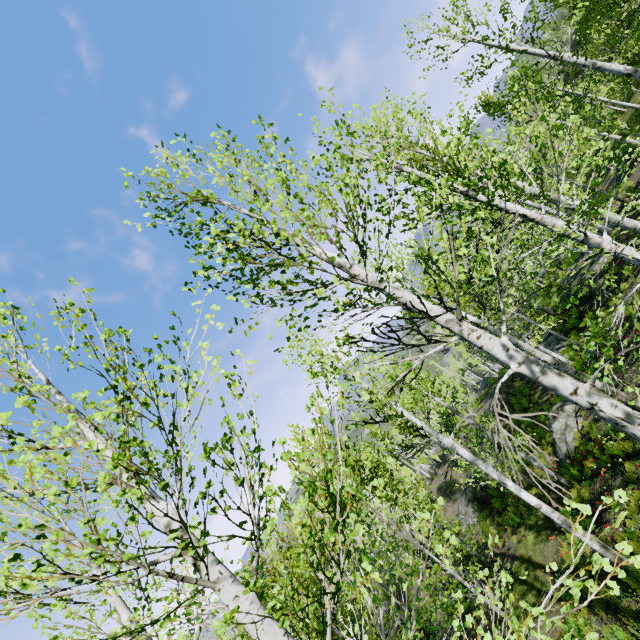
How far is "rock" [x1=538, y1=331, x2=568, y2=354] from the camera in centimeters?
1869cm

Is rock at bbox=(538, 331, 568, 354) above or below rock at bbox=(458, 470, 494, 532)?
above

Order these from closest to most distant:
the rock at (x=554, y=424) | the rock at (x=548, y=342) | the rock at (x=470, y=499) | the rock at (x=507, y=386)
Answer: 1. the rock at (x=554, y=424)
2. the rock at (x=548, y=342)
3. the rock at (x=470, y=499)
4. the rock at (x=507, y=386)

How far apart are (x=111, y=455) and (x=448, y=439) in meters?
7.5

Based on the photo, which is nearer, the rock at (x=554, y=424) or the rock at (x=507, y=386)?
the rock at (x=554, y=424)

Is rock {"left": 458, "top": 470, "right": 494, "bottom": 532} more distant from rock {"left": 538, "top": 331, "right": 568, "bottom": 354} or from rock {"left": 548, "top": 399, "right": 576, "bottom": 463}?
rock {"left": 548, "top": 399, "right": 576, "bottom": 463}

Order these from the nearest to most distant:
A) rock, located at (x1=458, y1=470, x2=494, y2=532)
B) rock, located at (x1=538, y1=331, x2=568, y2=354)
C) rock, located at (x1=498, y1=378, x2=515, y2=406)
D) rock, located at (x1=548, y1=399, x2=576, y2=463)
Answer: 1. rock, located at (x1=548, y1=399, x2=576, y2=463)
2. rock, located at (x1=538, y1=331, x2=568, y2=354)
3. rock, located at (x1=458, y1=470, x2=494, y2=532)
4. rock, located at (x1=498, y1=378, x2=515, y2=406)

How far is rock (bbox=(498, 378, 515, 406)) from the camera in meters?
25.1 m
